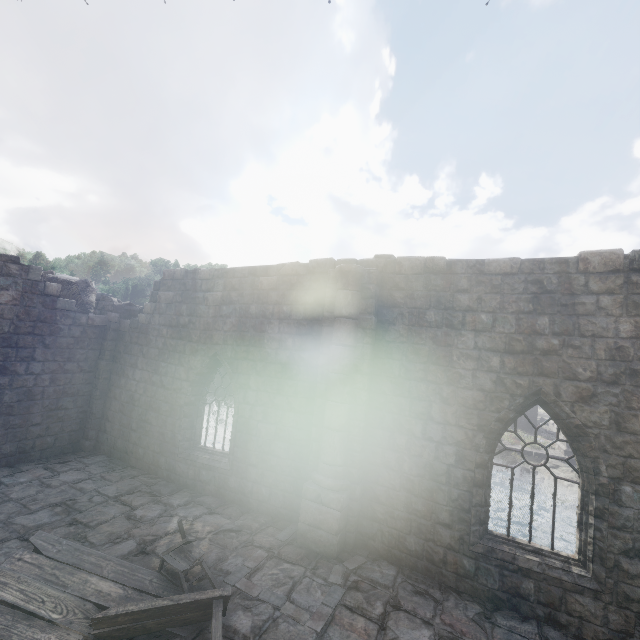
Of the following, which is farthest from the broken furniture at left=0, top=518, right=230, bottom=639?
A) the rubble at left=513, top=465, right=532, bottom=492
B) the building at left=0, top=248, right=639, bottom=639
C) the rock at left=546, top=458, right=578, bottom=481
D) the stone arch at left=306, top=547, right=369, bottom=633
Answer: the rubble at left=513, top=465, right=532, bottom=492

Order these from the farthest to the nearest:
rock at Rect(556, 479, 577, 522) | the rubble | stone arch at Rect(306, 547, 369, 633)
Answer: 1. the rubble
2. rock at Rect(556, 479, 577, 522)
3. stone arch at Rect(306, 547, 369, 633)

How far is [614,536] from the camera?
5.6m

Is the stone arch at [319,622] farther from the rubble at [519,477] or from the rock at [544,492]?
the rubble at [519,477]

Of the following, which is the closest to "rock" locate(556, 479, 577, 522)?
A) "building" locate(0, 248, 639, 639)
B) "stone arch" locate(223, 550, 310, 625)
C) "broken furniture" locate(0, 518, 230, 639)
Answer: "building" locate(0, 248, 639, 639)

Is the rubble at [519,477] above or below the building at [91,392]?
below

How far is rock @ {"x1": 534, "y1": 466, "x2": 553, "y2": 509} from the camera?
23.8m

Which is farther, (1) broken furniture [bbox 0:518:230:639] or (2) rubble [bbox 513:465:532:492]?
(2) rubble [bbox 513:465:532:492]
